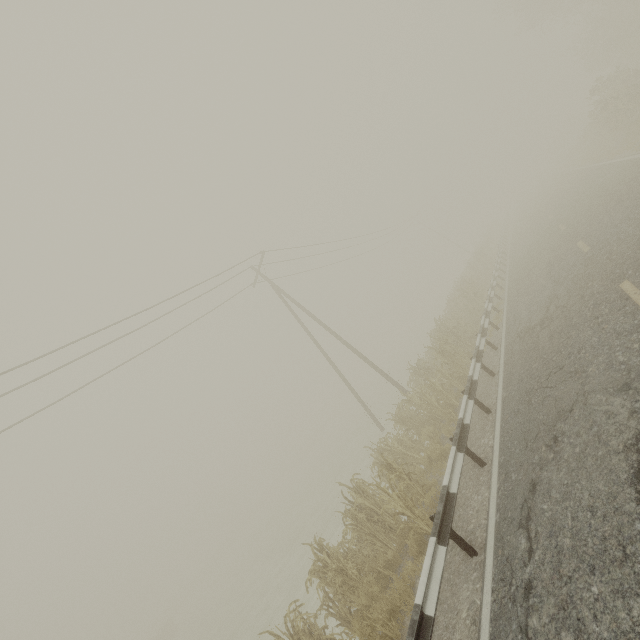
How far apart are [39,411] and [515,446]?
14.0 meters

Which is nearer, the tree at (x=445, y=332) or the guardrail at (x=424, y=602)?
the guardrail at (x=424, y=602)

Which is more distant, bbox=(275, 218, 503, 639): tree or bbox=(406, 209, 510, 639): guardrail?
bbox=(275, 218, 503, 639): tree
